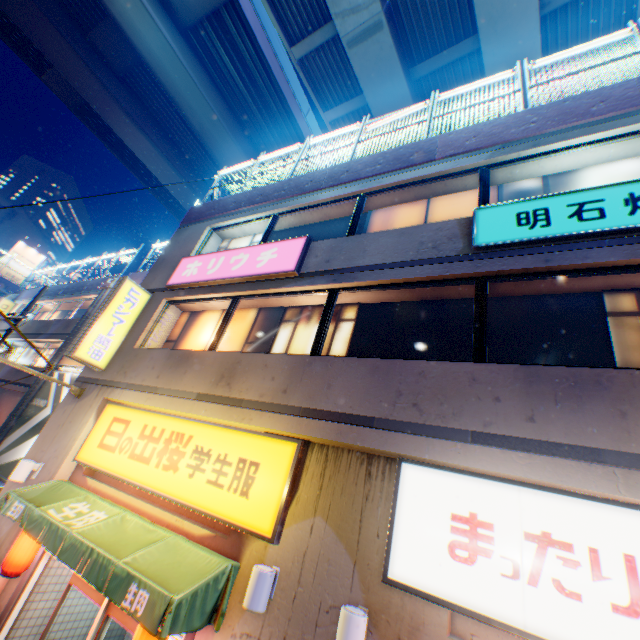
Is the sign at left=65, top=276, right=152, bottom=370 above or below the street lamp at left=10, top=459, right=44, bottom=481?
above

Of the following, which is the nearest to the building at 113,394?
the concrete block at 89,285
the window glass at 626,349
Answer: the window glass at 626,349

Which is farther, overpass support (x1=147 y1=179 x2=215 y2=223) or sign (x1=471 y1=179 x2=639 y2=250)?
overpass support (x1=147 y1=179 x2=215 y2=223)

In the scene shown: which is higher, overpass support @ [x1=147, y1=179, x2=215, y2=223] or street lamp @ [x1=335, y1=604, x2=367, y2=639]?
overpass support @ [x1=147, y1=179, x2=215, y2=223]

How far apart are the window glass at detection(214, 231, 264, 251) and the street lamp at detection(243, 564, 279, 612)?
7.1m

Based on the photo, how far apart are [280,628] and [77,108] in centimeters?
3494cm

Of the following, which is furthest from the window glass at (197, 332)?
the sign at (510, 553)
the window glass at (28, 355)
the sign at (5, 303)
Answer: the sign at (5, 303)

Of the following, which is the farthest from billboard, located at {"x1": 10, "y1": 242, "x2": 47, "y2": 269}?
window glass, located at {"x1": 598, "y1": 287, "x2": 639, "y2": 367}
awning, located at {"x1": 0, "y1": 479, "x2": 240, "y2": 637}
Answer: window glass, located at {"x1": 598, "y1": 287, "x2": 639, "y2": 367}
